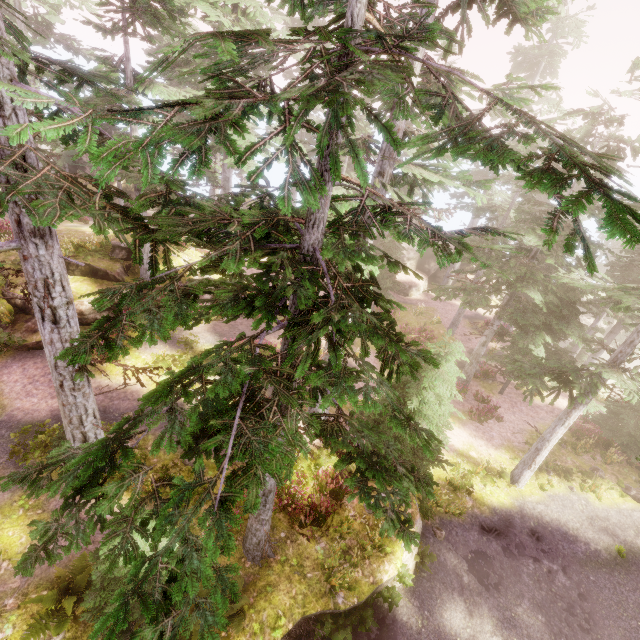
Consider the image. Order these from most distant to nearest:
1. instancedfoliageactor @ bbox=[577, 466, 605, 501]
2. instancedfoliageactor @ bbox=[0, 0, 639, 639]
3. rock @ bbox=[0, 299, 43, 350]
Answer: instancedfoliageactor @ bbox=[577, 466, 605, 501] < rock @ bbox=[0, 299, 43, 350] < instancedfoliageactor @ bbox=[0, 0, 639, 639]

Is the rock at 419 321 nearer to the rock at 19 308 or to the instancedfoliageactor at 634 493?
the instancedfoliageactor at 634 493

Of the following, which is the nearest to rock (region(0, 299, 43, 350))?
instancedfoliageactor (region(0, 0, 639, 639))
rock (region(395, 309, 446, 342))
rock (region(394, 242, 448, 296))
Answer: instancedfoliageactor (region(0, 0, 639, 639))

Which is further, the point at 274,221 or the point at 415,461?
the point at 415,461

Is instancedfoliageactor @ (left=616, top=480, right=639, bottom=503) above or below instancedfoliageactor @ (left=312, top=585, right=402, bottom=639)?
below

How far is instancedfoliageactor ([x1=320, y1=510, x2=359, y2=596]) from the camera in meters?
8.9

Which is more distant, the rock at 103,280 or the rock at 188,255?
the rock at 188,255
